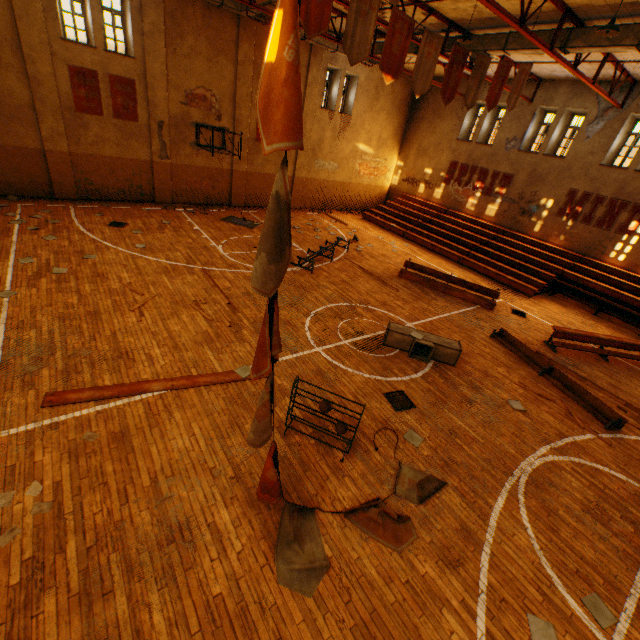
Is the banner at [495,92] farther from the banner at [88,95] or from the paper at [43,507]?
the banner at [88,95]

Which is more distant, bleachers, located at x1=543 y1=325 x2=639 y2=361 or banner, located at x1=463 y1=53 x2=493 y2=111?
bleachers, located at x1=543 y1=325 x2=639 y2=361

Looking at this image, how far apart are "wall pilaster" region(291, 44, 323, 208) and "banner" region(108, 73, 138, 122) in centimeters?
835cm

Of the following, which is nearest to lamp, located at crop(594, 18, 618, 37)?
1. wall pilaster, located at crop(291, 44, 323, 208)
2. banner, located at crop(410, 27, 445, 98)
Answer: banner, located at crop(410, 27, 445, 98)

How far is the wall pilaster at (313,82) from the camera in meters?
17.2 m

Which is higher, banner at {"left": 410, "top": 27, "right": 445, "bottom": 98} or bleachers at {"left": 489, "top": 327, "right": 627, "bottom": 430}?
banner at {"left": 410, "top": 27, "right": 445, "bottom": 98}

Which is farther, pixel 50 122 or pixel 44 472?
pixel 50 122

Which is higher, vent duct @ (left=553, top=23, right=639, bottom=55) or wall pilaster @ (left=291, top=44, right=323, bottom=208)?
vent duct @ (left=553, top=23, right=639, bottom=55)
